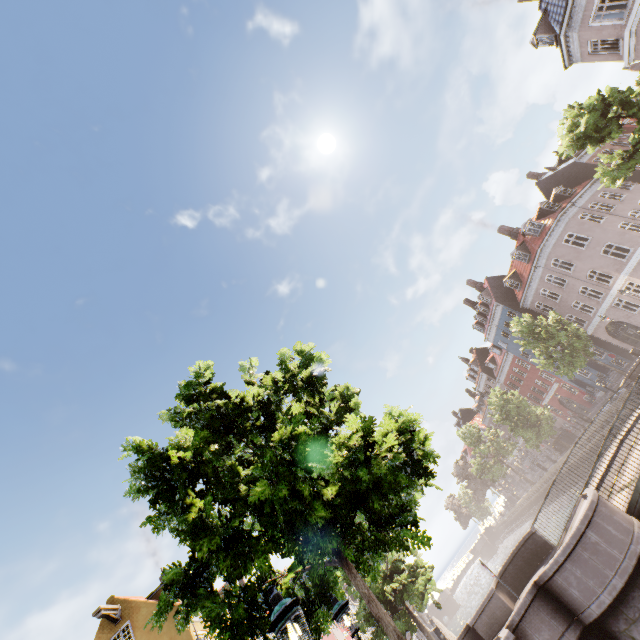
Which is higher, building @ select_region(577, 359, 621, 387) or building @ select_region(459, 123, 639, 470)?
building @ select_region(459, 123, 639, 470)

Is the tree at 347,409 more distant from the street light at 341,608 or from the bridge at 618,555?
the bridge at 618,555

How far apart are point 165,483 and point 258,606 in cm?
329

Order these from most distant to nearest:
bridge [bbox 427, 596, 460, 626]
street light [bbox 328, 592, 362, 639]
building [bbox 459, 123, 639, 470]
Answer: bridge [bbox 427, 596, 460, 626] < building [bbox 459, 123, 639, 470] < street light [bbox 328, 592, 362, 639]

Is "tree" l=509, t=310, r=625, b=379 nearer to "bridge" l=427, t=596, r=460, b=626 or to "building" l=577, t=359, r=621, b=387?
"bridge" l=427, t=596, r=460, b=626

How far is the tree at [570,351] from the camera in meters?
24.4 m

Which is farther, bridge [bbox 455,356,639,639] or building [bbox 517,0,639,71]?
building [bbox 517,0,639,71]

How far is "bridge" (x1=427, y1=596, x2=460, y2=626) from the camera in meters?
58.7
